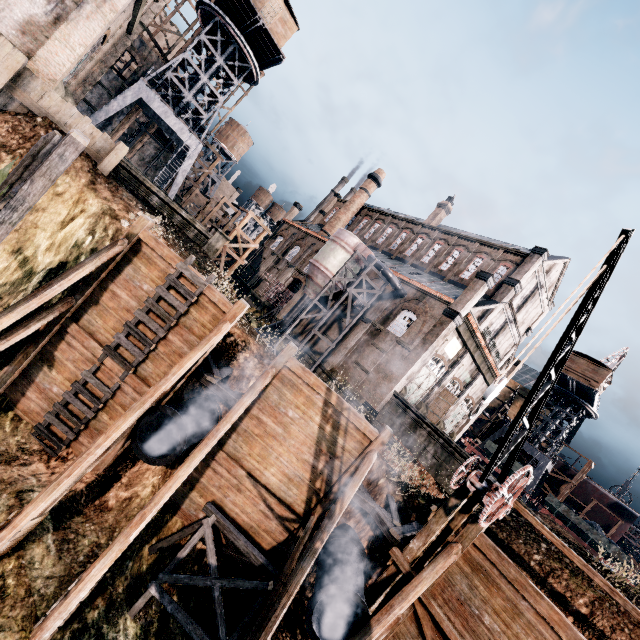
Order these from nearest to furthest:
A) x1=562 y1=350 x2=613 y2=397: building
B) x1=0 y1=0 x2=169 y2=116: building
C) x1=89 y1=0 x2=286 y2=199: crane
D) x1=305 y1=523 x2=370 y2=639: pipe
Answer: x1=305 y1=523 x2=370 y2=639: pipe, x1=0 y1=0 x2=169 y2=116: building, x1=89 y1=0 x2=286 y2=199: crane, x1=562 y1=350 x2=613 y2=397: building

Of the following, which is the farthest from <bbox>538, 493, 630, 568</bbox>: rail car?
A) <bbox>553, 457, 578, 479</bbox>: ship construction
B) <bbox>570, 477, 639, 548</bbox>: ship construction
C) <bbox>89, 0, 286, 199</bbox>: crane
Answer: <bbox>89, 0, 286, 199</bbox>: crane

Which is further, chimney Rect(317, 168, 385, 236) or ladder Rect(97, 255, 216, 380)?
chimney Rect(317, 168, 385, 236)

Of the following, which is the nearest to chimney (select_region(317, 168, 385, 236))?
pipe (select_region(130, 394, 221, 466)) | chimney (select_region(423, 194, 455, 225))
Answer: chimney (select_region(423, 194, 455, 225))

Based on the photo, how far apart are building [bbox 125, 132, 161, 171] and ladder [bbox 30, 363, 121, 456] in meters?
43.1

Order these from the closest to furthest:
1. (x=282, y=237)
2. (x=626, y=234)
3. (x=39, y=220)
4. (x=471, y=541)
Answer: (x=626, y=234), (x=471, y=541), (x=39, y=220), (x=282, y=237)

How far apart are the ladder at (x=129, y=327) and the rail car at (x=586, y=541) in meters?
35.7

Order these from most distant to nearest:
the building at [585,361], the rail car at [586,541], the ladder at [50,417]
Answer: the building at [585,361] → the rail car at [586,541] → the ladder at [50,417]
